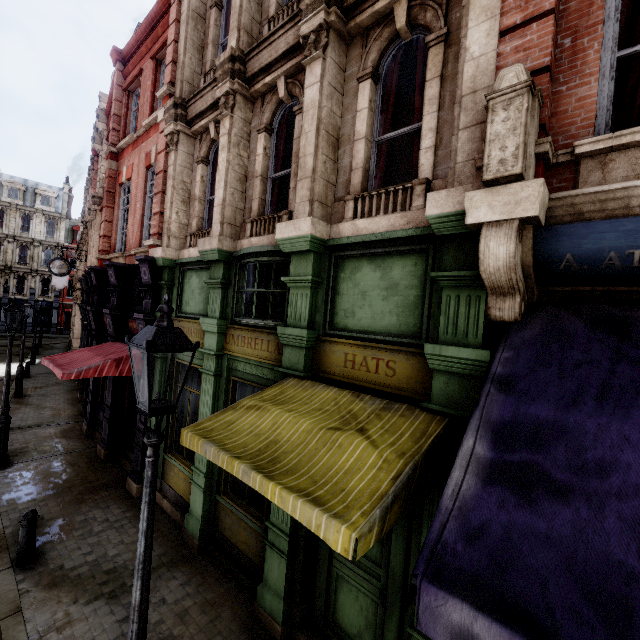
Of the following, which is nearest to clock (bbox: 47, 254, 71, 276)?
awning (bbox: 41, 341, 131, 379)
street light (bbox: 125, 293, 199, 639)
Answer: awning (bbox: 41, 341, 131, 379)

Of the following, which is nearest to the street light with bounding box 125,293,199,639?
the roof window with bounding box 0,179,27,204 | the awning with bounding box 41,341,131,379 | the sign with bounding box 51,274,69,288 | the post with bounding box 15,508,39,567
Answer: the post with bounding box 15,508,39,567

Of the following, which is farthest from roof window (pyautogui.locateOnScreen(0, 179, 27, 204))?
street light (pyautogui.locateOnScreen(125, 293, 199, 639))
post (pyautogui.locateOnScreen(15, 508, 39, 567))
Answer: street light (pyautogui.locateOnScreen(125, 293, 199, 639))

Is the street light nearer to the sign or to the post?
the post

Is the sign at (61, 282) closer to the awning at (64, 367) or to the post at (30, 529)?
the awning at (64, 367)

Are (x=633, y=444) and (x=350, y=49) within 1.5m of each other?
no

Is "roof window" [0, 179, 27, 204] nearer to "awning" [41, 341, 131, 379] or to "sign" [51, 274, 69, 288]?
"sign" [51, 274, 69, 288]

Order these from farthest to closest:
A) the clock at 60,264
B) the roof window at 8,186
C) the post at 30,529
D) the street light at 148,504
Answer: the roof window at 8,186
the clock at 60,264
the post at 30,529
the street light at 148,504
